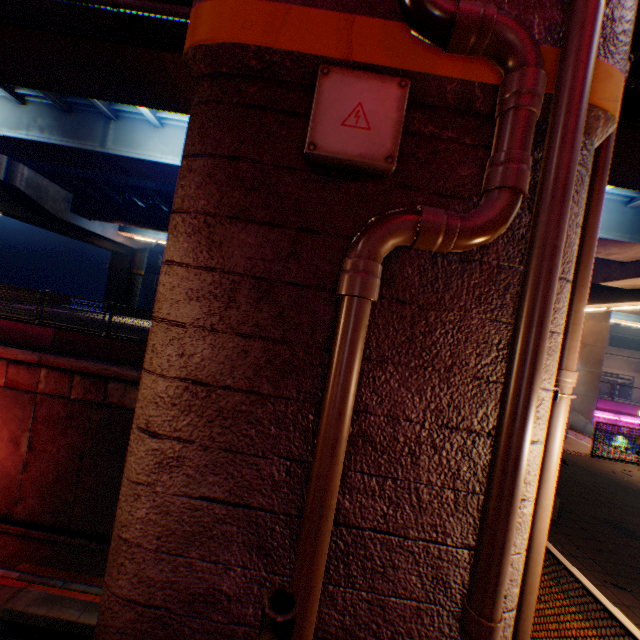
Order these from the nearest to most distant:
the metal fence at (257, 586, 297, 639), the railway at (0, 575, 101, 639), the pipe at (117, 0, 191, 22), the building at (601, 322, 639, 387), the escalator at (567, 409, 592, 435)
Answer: the metal fence at (257, 586, 297, 639), the pipe at (117, 0, 191, 22), the railway at (0, 575, 101, 639), the escalator at (567, 409, 592, 435), the building at (601, 322, 639, 387)

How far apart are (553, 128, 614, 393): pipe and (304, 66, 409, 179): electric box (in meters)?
1.79

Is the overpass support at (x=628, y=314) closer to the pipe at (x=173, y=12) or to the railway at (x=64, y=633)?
the pipe at (x=173, y=12)

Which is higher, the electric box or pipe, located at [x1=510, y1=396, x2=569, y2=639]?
the electric box

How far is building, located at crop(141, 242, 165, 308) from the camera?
44.47m

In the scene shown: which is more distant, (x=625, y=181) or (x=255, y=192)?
(x=625, y=181)

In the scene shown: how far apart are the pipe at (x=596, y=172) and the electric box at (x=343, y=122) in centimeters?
179cm

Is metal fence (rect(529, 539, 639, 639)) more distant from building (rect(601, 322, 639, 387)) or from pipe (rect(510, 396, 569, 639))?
building (rect(601, 322, 639, 387))
